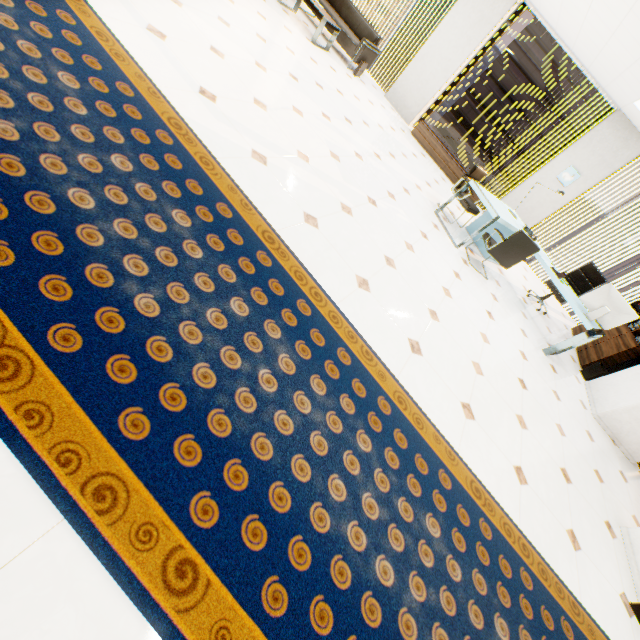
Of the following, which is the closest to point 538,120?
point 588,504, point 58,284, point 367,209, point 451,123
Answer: point 451,123

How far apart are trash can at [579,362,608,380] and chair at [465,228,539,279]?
2.75m

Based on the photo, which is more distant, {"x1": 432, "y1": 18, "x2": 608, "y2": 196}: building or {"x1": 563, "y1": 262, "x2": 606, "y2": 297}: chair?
{"x1": 432, "y1": 18, "x2": 608, "y2": 196}: building

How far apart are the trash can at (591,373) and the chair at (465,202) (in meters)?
3.57

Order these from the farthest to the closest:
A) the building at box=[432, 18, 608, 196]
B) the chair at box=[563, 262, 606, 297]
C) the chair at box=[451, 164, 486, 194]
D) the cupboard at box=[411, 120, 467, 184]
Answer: A:
1. the building at box=[432, 18, 608, 196]
2. the cupboard at box=[411, 120, 467, 184]
3. the chair at box=[563, 262, 606, 297]
4. the chair at box=[451, 164, 486, 194]

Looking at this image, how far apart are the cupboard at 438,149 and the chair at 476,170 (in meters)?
1.99

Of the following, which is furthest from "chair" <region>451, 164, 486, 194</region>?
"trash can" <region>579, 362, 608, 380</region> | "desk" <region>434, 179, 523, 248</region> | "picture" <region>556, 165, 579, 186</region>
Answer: "trash can" <region>579, 362, 608, 380</region>

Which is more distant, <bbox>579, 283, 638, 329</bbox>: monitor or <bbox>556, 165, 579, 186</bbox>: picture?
<bbox>556, 165, 579, 186</bbox>: picture
